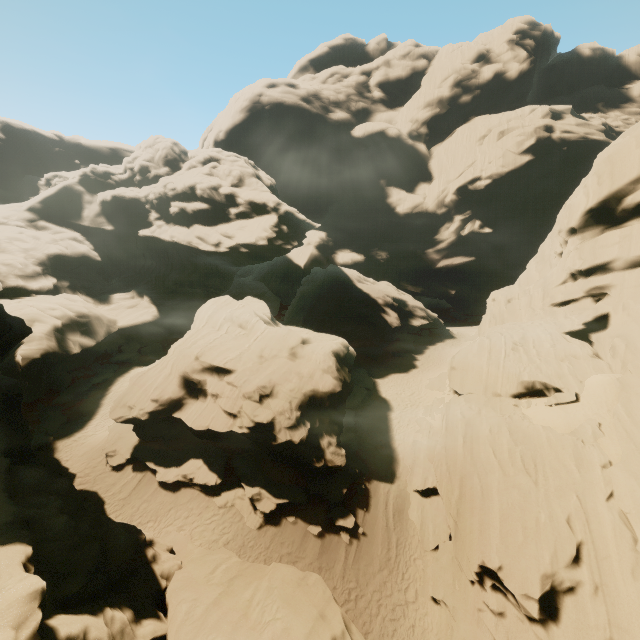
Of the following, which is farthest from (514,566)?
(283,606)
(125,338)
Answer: (125,338)

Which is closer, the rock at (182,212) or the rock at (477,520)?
the rock at (182,212)

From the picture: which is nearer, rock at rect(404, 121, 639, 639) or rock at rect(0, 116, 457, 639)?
rock at rect(0, 116, 457, 639)
